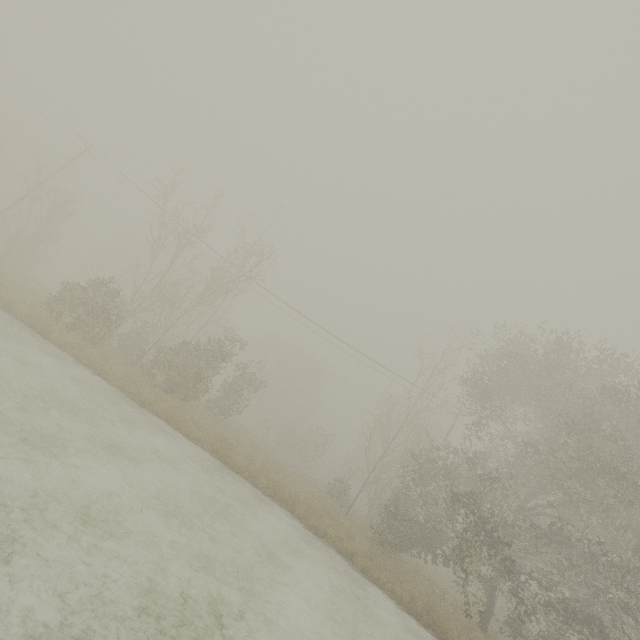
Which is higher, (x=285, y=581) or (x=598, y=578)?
(x=598, y=578)
